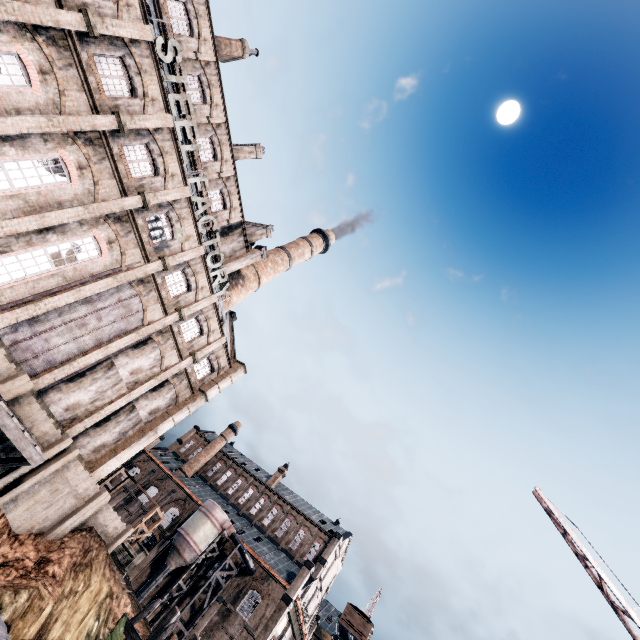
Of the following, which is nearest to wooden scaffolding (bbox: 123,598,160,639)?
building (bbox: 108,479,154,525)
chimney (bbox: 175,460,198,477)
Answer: building (bbox: 108,479,154,525)

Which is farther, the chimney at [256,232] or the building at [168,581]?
the building at [168,581]

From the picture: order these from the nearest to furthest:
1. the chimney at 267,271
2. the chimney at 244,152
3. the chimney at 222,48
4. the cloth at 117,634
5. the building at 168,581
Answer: the cloth at 117,634 → the chimney at 222,48 → the chimney at 244,152 → the chimney at 267,271 → the building at 168,581

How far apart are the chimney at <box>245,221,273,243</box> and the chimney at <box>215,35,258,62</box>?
16.8 meters

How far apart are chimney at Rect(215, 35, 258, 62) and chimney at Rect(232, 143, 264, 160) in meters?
7.5

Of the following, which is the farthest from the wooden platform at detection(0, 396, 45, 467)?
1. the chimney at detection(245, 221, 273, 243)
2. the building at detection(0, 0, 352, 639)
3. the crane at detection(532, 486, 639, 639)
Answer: the chimney at detection(245, 221, 273, 243)

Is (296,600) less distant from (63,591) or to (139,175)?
(63,591)

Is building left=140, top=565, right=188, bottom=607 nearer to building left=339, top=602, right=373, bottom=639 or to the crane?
building left=339, top=602, right=373, bottom=639
